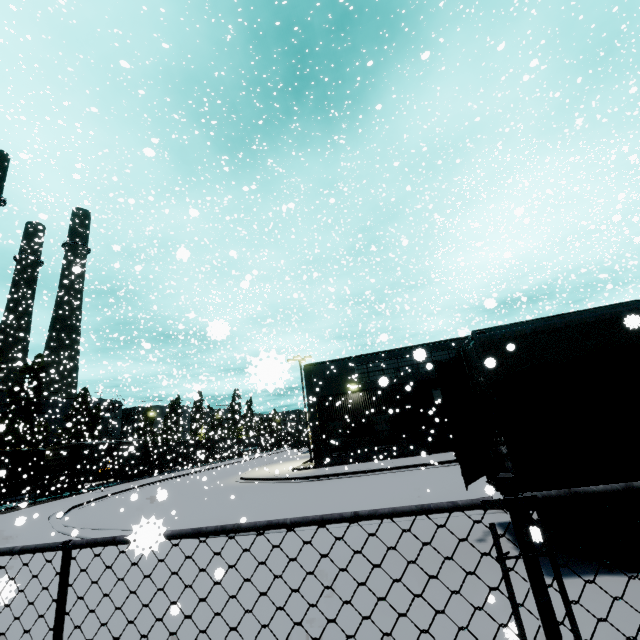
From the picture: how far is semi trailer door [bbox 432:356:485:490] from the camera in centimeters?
664cm

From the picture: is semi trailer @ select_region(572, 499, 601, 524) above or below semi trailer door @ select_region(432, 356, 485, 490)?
below

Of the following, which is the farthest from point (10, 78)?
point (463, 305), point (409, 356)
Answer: point (463, 305)

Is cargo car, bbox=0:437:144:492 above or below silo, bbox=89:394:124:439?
below

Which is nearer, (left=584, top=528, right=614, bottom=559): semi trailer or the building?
(left=584, top=528, right=614, bottom=559): semi trailer

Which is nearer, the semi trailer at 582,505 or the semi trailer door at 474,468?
the semi trailer at 582,505

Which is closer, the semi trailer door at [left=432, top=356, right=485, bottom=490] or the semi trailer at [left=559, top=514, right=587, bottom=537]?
the semi trailer at [left=559, top=514, right=587, bottom=537]

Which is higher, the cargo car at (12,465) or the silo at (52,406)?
the silo at (52,406)
